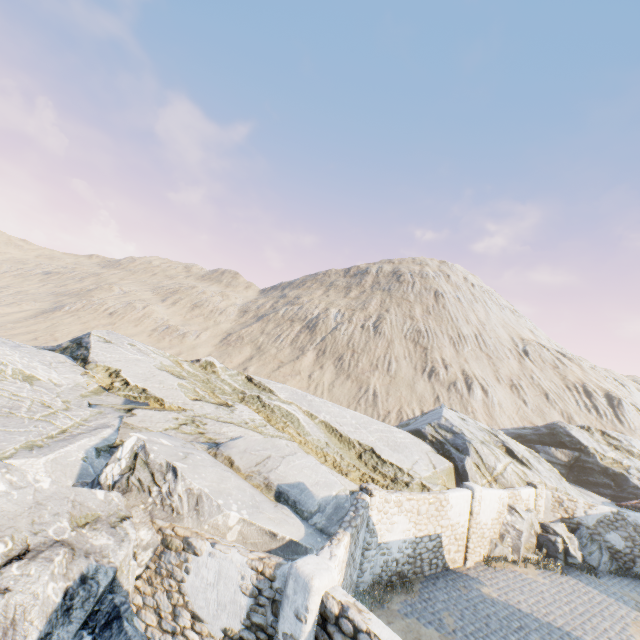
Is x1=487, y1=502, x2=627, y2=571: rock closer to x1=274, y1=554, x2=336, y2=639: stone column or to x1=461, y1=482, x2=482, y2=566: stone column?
x1=274, y1=554, x2=336, y2=639: stone column

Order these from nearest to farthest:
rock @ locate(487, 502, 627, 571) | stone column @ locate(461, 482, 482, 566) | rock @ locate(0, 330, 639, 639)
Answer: rock @ locate(0, 330, 639, 639) < stone column @ locate(461, 482, 482, 566) < rock @ locate(487, 502, 627, 571)

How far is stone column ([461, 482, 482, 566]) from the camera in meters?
13.9

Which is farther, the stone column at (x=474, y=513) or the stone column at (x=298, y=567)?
the stone column at (x=474, y=513)

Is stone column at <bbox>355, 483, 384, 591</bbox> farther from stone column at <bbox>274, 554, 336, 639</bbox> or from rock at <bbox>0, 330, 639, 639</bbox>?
stone column at <bbox>274, 554, 336, 639</bbox>

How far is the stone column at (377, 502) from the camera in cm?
1049

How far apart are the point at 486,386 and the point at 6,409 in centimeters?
5631cm

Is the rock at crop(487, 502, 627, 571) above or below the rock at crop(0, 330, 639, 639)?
below
